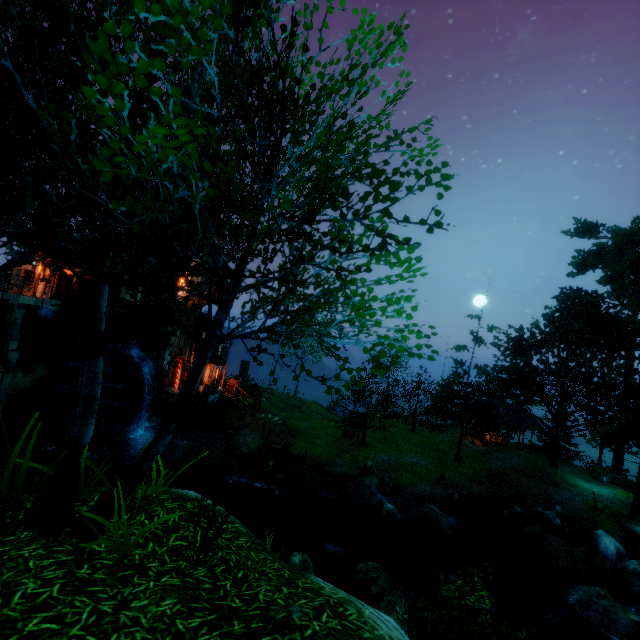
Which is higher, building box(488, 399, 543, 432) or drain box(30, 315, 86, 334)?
drain box(30, 315, 86, 334)

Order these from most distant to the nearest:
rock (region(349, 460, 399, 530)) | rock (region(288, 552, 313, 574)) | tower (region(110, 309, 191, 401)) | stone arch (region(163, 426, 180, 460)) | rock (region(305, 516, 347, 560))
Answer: tower (region(110, 309, 191, 401)) → stone arch (region(163, 426, 180, 460)) → rock (region(349, 460, 399, 530)) → rock (region(305, 516, 347, 560)) → rock (region(288, 552, 313, 574))

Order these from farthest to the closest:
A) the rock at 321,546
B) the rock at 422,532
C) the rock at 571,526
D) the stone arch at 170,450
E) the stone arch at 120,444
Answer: the stone arch at 170,450 → the stone arch at 120,444 → the rock at 571,526 → the rock at 422,532 → the rock at 321,546

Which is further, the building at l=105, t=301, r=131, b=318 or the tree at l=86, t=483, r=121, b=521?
the building at l=105, t=301, r=131, b=318

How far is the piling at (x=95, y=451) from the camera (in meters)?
19.27

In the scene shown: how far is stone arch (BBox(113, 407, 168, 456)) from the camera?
23.0m

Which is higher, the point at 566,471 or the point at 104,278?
the point at 104,278

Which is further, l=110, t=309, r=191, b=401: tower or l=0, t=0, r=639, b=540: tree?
l=110, t=309, r=191, b=401: tower
